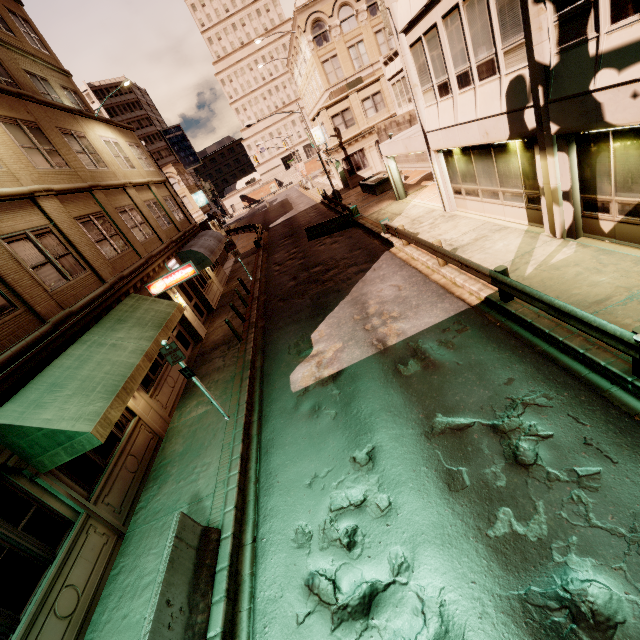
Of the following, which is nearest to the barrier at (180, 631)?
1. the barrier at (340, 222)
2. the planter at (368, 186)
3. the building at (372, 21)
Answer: the building at (372, 21)

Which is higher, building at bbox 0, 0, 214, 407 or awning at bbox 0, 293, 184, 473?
building at bbox 0, 0, 214, 407

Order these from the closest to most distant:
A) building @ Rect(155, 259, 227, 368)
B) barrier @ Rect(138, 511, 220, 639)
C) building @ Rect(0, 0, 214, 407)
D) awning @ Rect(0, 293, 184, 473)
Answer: barrier @ Rect(138, 511, 220, 639)
awning @ Rect(0, 293, 184, 473)
building @ Rect(0, 0, 214, 407)
building @ Rect(155, 259, 227, 368)

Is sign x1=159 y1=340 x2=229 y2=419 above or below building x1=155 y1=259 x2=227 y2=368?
above

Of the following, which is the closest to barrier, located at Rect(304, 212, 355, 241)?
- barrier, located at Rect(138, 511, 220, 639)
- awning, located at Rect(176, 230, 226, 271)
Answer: awning, located at Rect(176, 230, 226, 271)

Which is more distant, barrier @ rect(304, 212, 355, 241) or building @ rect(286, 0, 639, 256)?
barrier @ rect(304, 212, 355, 241)

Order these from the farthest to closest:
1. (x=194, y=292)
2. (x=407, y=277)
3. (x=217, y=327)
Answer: (x=194, y=292) → (x=217, y=327) → (x=407, y=277)

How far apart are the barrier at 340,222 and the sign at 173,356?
16.4m
